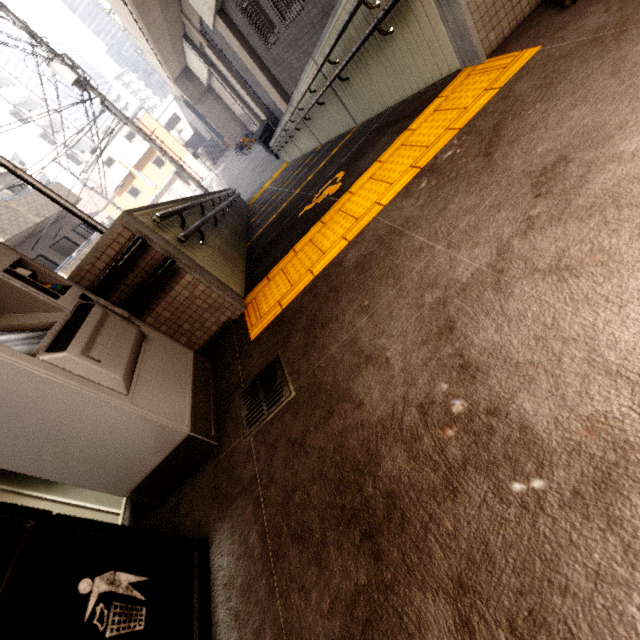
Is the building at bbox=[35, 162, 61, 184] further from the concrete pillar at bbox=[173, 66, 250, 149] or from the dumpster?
the dumpster

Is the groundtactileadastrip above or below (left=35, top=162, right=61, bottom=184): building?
below

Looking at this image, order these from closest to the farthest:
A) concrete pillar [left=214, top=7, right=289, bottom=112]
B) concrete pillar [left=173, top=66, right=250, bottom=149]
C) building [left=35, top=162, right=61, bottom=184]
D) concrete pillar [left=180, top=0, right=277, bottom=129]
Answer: concrete pillar [left=214, top=7, right=289, bottom=112]
concrete pillar [left=180, top=0, right=277, bottom=129]
concrete pillar [left=173, top=66, right=250, bottom=149]
building [left=35, top=162, right=61, bottom=184]

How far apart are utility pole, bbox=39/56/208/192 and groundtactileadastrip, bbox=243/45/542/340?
11.9 meters

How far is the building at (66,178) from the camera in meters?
40.0

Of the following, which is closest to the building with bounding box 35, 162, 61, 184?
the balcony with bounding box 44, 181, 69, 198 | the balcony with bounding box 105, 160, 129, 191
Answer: the balcony with bounding box 105, 160, 129, 191

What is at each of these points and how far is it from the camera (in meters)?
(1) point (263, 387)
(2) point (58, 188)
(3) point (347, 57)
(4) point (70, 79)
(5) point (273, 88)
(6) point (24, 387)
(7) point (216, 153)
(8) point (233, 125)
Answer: (1) storm drain, 2.07
(2) balcony, 17.38
(3) ramp, 3.77
(4) utility pole, 10.11
(5) concrete pillar, 12.38
(6) ticket machine, 1.49
(7) stairs, 41.47
(8) concrete pillar, 29.67

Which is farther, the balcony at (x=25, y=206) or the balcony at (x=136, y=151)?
the balcony at (x=136, y=151)
